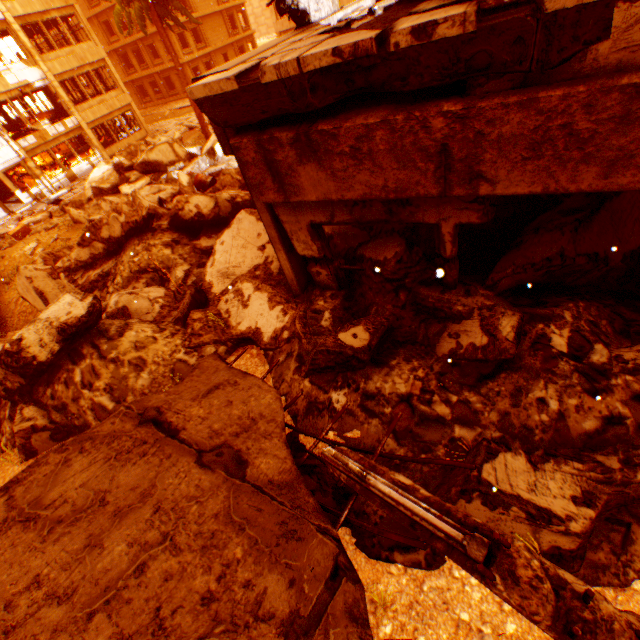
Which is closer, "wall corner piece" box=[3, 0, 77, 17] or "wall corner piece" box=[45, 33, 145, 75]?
"wall corner piece" box=[3, 0, 77, 17]

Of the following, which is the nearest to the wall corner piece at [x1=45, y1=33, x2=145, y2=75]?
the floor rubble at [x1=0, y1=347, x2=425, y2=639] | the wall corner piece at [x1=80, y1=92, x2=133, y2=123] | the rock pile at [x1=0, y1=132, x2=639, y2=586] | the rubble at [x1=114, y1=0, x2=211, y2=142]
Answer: the rock pile at [x1=0, y1=132, x2=639, y2=586]

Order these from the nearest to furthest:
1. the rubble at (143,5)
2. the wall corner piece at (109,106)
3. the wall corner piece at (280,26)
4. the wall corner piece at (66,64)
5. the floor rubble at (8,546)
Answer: the floor rubble at (8,546), the rubble at (143,5), the wall corner piece at (66,64), the wall corner piece at (109,106), the wall corner piece at (280,26)

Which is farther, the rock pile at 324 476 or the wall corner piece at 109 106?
the wall corner piece at 109 106

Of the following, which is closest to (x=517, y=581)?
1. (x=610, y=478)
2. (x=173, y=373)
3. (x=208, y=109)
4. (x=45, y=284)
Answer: (x=610, y=478)

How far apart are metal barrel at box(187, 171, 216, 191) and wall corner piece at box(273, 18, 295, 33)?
21.9 meters

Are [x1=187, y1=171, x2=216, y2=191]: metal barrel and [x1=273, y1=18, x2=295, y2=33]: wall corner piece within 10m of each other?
no

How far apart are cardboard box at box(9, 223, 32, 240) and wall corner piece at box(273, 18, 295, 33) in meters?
24.2
